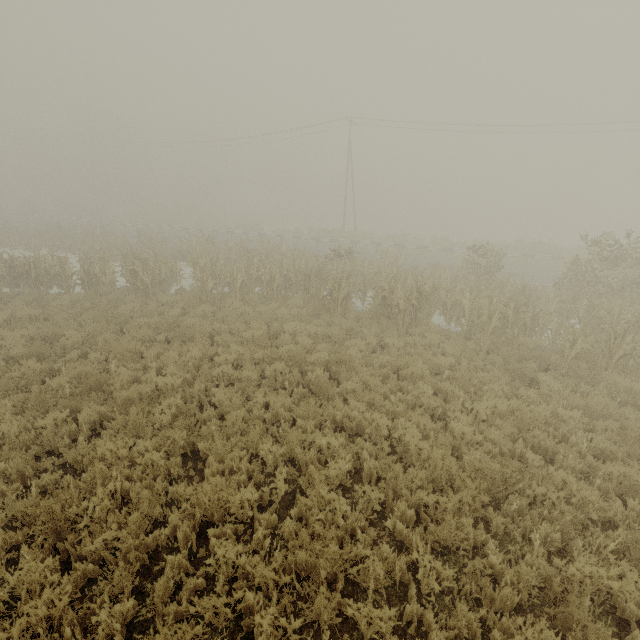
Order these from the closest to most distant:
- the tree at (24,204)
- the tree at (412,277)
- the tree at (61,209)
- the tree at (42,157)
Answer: the tree at (412,277), the tree at (61,209), the tree at (24,204), the tree at (42,157)

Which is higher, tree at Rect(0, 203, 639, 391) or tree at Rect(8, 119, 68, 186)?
tree at Rect(8, 119, 68, 186)

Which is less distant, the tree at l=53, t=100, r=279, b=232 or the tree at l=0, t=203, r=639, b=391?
the tree at l=0, t=203, r=639, b=391

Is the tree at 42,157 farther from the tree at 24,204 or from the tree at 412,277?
the tree at 412,277

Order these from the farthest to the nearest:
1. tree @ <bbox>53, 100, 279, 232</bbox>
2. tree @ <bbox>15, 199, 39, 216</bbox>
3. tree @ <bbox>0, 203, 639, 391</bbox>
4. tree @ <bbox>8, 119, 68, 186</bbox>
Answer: tree @ <bbox>8, 119, 68, 186</bbox>
tree @ <bbox>15, 199, 39, 216</bbox>
tree @ <bbox>53, 100, 279, 232</bbox>
tree @ <bbox>0, 203, 639, 391</bbox>

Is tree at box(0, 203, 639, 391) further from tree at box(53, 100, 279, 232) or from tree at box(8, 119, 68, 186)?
tree at box(8, 119, 68, 186)

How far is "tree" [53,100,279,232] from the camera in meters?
42.5

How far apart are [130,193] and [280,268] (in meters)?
53.96
